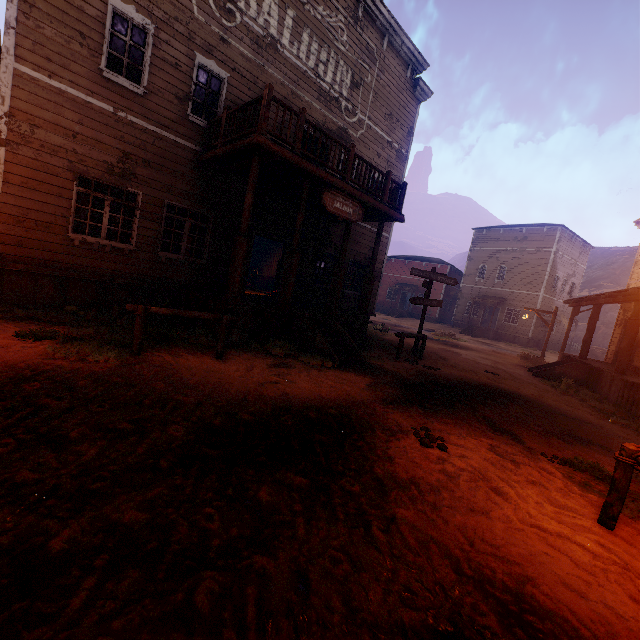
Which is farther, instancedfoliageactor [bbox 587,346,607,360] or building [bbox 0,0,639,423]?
instancedfoliageactor [bbox 587,346,607,360]

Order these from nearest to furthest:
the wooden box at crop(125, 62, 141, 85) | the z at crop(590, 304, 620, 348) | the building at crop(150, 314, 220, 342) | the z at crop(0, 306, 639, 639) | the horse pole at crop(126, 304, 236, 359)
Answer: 1. the z at crop(0, 306, 639, 639)
2. the horse pole at crop(126, 304, 236, 359)
3. the building at crop(150, 314, 220, 342)
4. the wooden box at crop(125, 62, 141, 85)
5. the z at crop(590, 304, 620, 348)

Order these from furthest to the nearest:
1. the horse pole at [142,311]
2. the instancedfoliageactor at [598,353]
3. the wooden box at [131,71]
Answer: the instancedfoliageactor at [598,353] < the wooden box at [131,71] < the horse pole at [142,311]

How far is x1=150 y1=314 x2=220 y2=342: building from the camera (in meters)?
7.63

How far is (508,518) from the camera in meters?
3.2

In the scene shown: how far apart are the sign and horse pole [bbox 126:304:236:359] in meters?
3.9 m

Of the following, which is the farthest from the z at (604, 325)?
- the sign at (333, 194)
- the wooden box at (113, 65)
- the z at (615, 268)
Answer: the wooden box at (113, 65)

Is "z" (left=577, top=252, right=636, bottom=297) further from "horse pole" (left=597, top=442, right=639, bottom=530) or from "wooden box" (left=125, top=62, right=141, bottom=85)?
"wooden box" (left=125, top=62, right=141, bottom=85)
